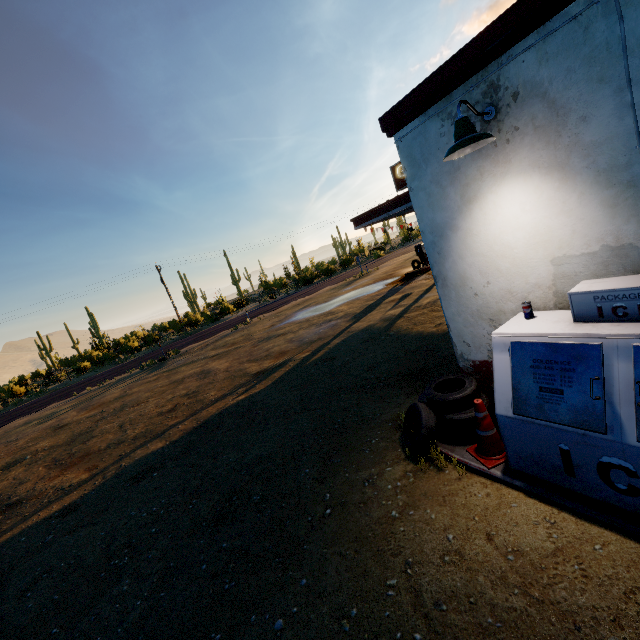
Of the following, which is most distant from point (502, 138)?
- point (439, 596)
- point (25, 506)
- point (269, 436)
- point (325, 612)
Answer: point (25, 506)

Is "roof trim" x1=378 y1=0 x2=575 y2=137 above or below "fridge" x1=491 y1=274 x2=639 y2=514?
above

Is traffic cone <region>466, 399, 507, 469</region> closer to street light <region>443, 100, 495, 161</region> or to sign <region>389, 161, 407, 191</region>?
street light <region>443, 100, 495, 161</region>

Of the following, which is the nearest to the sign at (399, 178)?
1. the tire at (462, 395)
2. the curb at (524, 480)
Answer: the curb at (524, 480)

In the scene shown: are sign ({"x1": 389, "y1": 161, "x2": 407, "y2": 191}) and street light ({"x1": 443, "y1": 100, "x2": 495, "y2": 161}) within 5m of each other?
no

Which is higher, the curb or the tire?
the tire

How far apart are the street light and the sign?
15.16m

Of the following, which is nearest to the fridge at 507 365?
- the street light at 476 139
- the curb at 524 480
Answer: the curb at 524 480
